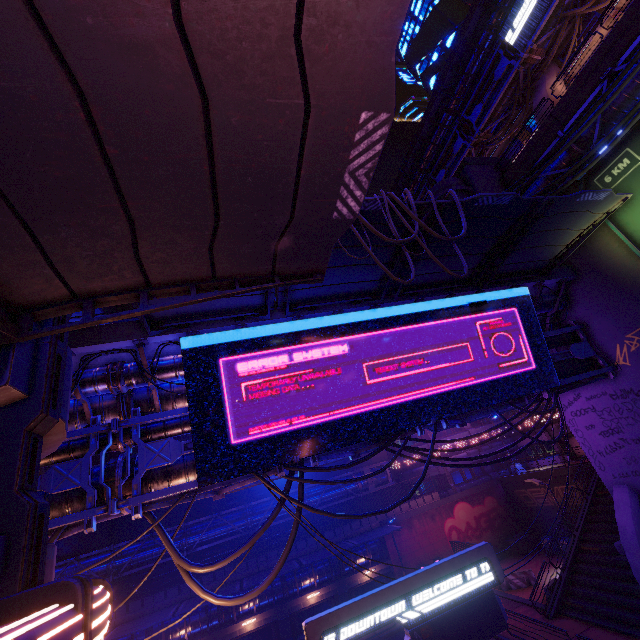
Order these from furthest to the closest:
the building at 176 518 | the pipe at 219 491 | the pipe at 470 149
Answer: the building at 176 518
the pipe at 470 149
the pipe at 219 491

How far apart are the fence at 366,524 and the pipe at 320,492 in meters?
0.0 m

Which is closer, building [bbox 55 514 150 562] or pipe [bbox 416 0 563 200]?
building [bbox 55 514 150 562]

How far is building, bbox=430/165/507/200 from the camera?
20.6m

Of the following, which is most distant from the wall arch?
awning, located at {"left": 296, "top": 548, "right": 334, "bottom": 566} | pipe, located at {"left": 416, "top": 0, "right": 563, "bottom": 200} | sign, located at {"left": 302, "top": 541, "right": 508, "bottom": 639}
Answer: pipe, located at {"left": 416, "top": 0, "right": 563, "bottom": 200}

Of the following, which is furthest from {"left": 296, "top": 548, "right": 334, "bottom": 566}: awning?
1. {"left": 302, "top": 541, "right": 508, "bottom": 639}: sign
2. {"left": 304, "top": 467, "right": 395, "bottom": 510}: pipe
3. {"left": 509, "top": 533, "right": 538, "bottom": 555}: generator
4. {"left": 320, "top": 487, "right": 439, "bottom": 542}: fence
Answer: {"left": 302, "top": 541, "right": 508, "bottom": 639}: sign

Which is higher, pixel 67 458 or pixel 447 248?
pixel 447 248

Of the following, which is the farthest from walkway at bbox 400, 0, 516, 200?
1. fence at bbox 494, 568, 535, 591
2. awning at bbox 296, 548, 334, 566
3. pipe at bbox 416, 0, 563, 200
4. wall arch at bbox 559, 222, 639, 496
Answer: fence at bbox 494, 568, 535, 591
